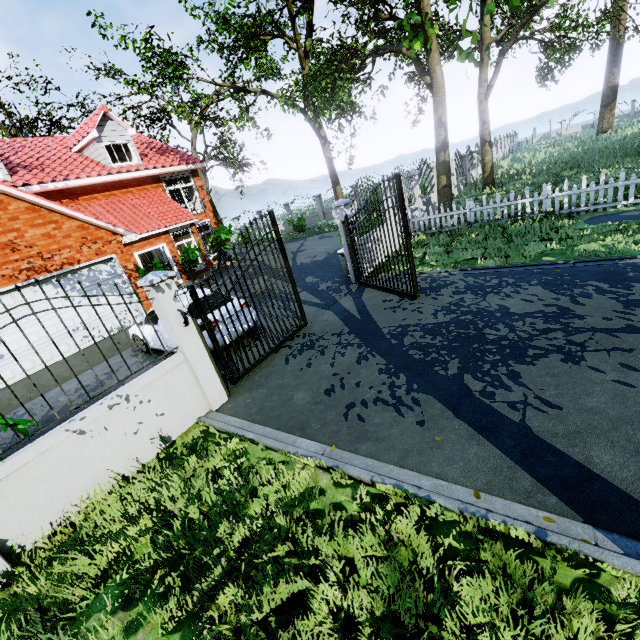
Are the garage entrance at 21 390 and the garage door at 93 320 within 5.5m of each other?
yes

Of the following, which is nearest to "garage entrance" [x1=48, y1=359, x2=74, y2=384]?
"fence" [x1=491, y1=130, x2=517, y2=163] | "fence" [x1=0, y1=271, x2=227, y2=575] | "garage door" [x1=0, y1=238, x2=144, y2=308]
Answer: "garage door" [x1=0, y1=238, x2=144, y2=308]

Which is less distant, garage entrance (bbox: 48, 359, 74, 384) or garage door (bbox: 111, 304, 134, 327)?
garage entrance (bbox: 48, 359, 74, 384)

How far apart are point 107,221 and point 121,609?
16.71m

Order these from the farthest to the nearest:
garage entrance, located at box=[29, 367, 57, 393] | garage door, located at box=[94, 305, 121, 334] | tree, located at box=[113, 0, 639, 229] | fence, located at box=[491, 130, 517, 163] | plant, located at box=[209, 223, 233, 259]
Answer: fence, located at box=[491, 130, 517, 163] → plant, located at box=[209, 223, 233, 259] → tree, located at box=[113, 0, 639, 229] → garage door, located at box=[94, 305, 121, 334] → garage entrance, located at box=[29, 367, 57, 393]

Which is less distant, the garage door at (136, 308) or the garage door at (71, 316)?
the garage door at (71, 316)

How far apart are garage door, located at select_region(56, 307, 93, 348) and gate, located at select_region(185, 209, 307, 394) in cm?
741

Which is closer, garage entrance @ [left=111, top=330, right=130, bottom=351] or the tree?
garage entrance @ [left=111, top=330, right=130, bottom=351]
